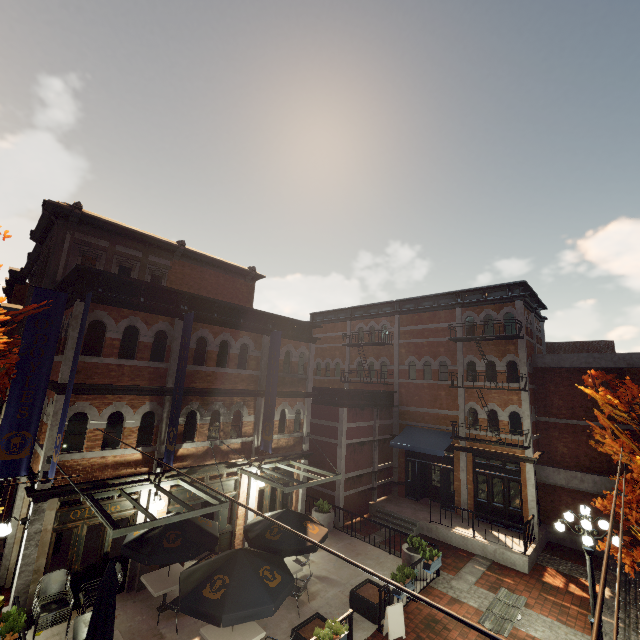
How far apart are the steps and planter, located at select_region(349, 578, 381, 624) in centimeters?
526cm

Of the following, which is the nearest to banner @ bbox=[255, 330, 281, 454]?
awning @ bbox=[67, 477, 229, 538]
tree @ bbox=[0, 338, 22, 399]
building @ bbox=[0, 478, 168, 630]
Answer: building @ bbox=[0, 478, 168, 630]

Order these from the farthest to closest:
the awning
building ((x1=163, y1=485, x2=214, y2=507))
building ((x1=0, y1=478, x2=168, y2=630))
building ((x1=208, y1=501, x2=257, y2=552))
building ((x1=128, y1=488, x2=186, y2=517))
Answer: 1. building ((x1=208, y1=501, x2=257, y2=552))
2. building ((x1=163, y1=485, x2=214, y2=507))
3. building ((x1=128, y1=488, x2=186, y2=517))
4. building ((x1=0, y1=478, x2=168, y2=630))
5. the awning

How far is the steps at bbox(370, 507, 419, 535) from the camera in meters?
15.2 m

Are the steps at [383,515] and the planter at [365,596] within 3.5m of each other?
no

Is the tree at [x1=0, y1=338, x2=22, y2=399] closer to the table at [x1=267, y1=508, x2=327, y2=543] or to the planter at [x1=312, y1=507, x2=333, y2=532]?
the table at [x1=267, y1=508, x2=327, y2=543]

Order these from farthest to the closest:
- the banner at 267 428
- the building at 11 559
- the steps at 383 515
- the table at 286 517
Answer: the steps at 383 515
the banner at 267 428
the table at 286 517
the building at 11 559

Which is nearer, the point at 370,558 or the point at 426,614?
the point at 426,614
